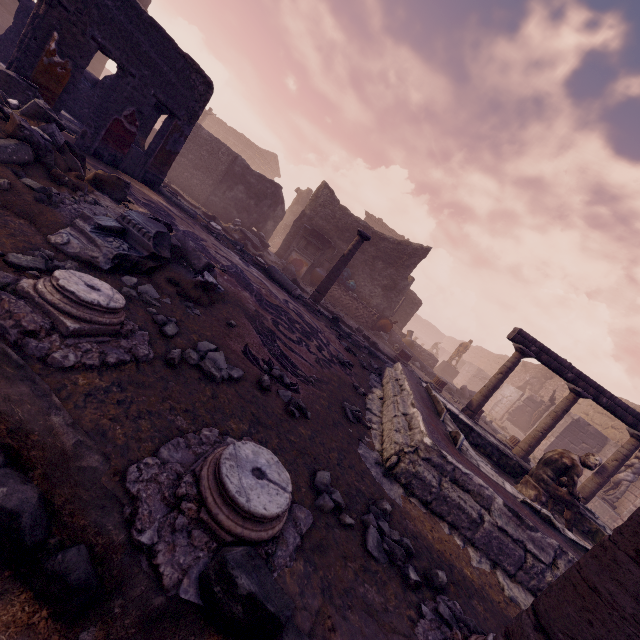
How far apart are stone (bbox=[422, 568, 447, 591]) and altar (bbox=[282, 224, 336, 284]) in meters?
12.5 m

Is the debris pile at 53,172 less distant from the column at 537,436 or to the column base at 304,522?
the column base at 304,522

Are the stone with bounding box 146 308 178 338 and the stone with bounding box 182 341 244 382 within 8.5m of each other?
yes

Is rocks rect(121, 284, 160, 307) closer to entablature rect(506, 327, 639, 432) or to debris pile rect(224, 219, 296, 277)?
entablature rect(506, 327, 639, 432)

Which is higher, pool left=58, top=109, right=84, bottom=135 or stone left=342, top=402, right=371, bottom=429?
pool left=58, top=109, right=84, bottom=135

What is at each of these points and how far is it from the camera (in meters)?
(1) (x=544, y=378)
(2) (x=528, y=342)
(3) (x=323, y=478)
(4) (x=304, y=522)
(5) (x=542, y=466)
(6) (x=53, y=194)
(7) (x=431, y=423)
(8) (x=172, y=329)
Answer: (1) wall arch, 25.14
(2) entablature, 7.74
(3) stone, 1.99
(4) column base, 1.58
(5) sculpture, 4.75
(6) stone, 2.77
(7) pool, 3.57
(8) stone, 2.41

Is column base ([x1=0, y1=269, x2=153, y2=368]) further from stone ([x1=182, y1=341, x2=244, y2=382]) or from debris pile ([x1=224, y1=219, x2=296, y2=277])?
debris pile ([x1=224, y1=219, x2=296, y2=277])

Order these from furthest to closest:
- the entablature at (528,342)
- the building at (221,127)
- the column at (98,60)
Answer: the building at (221,127)
the column at (98,60)
the entablature at (528,342)
